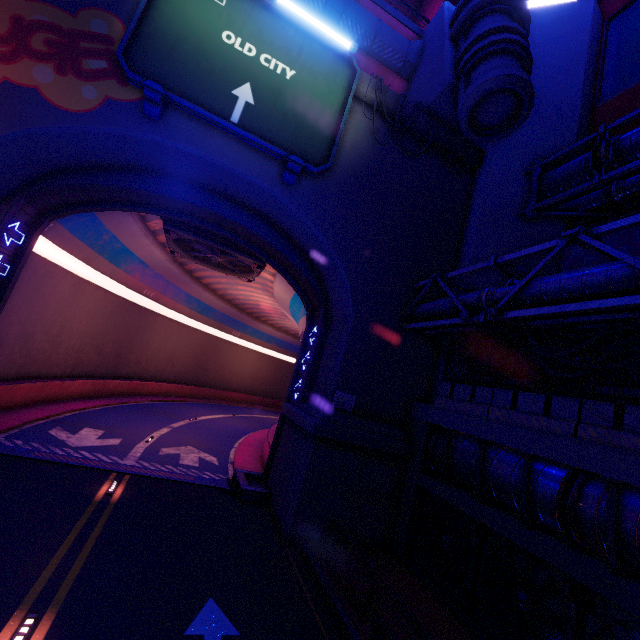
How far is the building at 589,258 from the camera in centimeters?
1209cm

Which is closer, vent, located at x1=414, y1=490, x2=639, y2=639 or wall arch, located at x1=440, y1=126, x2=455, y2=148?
vent, located at x1=414, y1=490, x2=639, y2=639

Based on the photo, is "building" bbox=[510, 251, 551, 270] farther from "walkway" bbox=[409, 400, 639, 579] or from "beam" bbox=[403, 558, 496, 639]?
"beam" bbox=[403, 558, 496, 639]

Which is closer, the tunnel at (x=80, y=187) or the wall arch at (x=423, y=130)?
the tunnel at (x=80, y=187)

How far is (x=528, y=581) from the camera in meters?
8.3

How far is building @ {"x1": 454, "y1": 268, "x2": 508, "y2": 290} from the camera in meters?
13.9

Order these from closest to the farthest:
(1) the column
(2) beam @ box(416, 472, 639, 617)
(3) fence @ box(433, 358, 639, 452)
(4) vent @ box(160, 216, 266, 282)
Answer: (2) beam @ box(416, 472, 639, 617) → (3) fence @ box(433, 358, 639, 452) → (1) the column → (4) vent @ box(160, 216, 266, 282)

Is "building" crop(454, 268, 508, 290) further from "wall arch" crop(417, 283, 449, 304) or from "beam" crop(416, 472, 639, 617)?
"beam" crop(416, 472, 639, 617)
